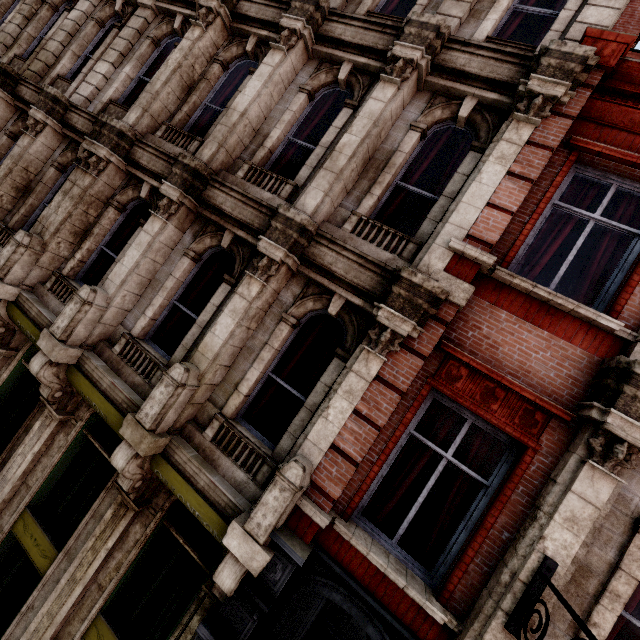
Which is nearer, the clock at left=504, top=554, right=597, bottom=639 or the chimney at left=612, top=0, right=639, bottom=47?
the clock at left=504, top=554, right=597, bottom=639

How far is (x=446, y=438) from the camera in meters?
4.5

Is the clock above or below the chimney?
below

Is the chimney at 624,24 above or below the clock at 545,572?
above

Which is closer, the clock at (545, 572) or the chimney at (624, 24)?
the clock at (545, 572)
